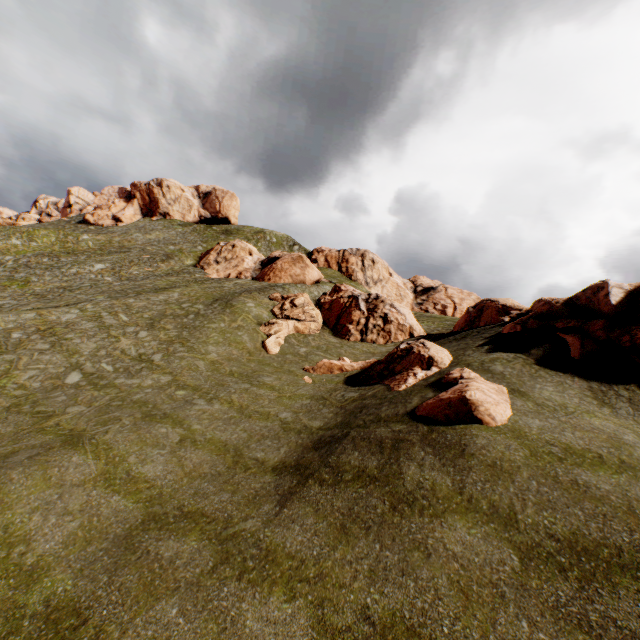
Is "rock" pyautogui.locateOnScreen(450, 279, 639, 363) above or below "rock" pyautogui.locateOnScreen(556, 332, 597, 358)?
above

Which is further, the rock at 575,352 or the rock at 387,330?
the rock at 387,330

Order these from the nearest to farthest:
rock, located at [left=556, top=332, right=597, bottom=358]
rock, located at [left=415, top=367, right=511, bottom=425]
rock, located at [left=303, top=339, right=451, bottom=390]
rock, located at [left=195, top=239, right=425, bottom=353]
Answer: rock, located at [left=415, top=367, right=511, bottom=425] → rock, located at [left=556, top=332, right=597, bottom=358] → rock, located at [left=303, top=339, right=451, bottom=390] → rock, located at [left=195, top=239, right=425, bottom=353]

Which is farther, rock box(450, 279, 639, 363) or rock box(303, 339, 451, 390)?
rock box(303, 339, 451, 390)

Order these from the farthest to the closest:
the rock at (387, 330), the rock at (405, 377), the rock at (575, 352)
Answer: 1. the rock at (387, 330)
2. the rock at (405, 377)
3. the rock at (575, 352)

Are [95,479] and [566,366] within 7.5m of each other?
no

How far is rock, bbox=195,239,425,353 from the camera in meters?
32.1
